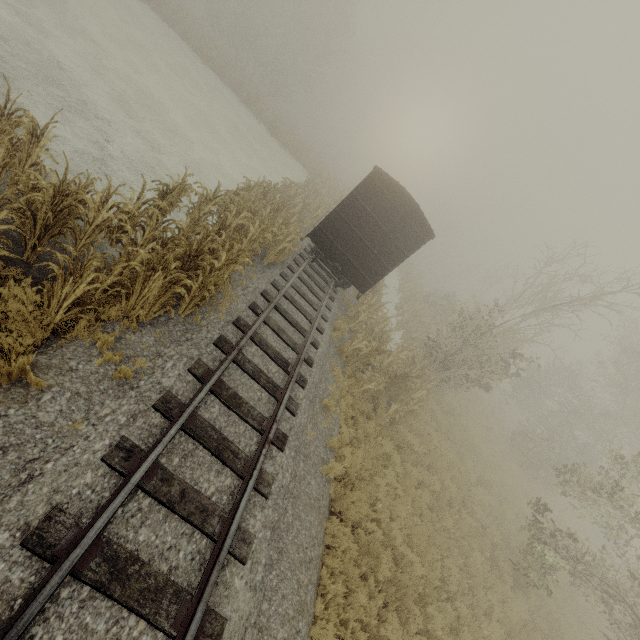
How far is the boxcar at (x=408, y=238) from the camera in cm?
1188

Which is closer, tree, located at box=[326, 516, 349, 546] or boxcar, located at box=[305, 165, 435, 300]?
tree, located at box=[326, 516, 349, 546]

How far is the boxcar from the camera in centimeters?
1188cm

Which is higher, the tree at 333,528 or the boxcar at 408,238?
the boxcar at 408,238

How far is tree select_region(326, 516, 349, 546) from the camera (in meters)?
6.58

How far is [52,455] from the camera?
3.8m

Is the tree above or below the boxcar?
below
